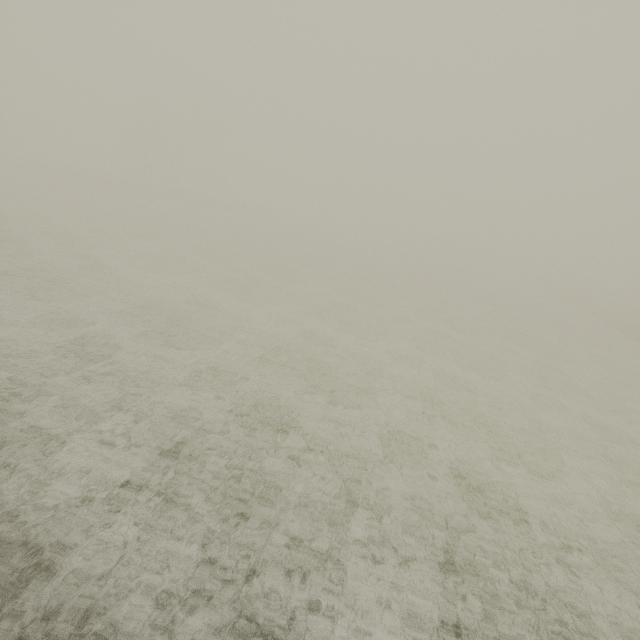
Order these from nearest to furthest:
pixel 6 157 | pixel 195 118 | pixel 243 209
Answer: pixel 6 157
pixel 243 209
pixel 195 118
